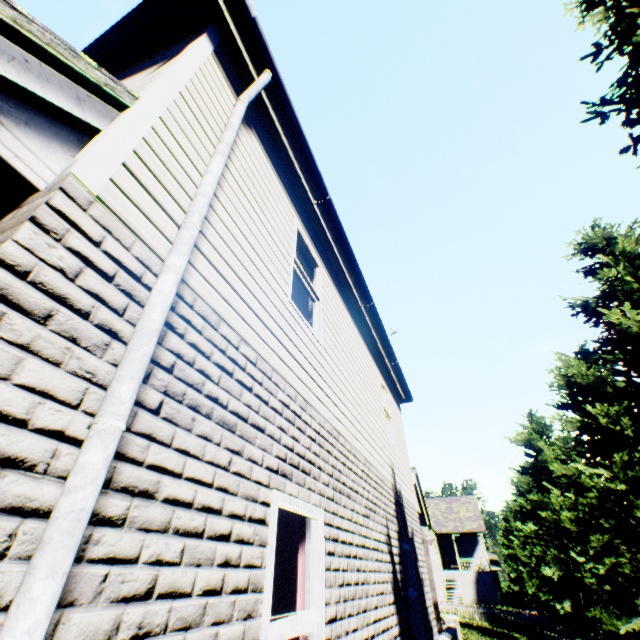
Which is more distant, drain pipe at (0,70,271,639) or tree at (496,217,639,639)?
tree at (496,217,639,639)

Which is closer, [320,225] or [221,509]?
[221,509]

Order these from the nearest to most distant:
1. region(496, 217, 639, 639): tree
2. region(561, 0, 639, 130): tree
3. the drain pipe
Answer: the drain pipe → region(561, 0, 639, 130): tree → region(496, 217, 639, 639): tree

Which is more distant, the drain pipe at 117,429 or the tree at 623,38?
the tree at 623,38

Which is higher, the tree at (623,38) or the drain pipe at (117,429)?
the tree at (623,38)

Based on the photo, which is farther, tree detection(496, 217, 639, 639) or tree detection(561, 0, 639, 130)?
tree detection(496, 217, 639, 639)

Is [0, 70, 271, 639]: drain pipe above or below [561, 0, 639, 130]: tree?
below
